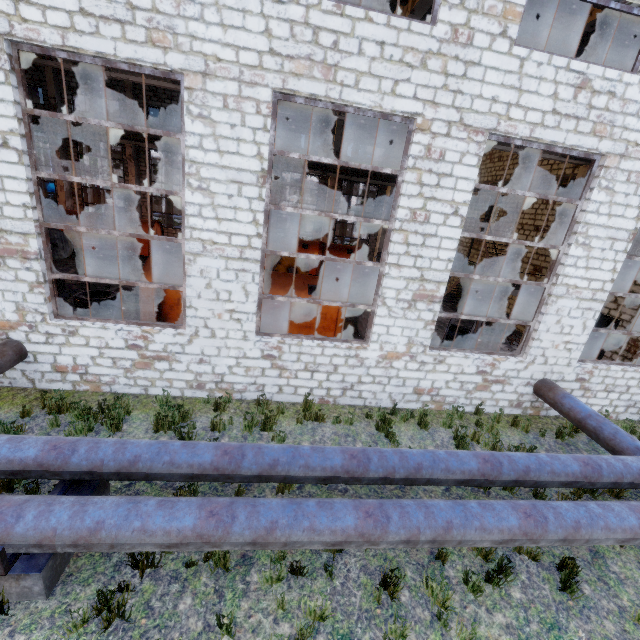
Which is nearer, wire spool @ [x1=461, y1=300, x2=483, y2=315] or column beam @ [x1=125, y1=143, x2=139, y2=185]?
wire spool @ [x1=461, y1=300, x2=483, y2=315]

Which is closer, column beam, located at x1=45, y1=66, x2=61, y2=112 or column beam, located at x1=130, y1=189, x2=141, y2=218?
column beam, located at x1=45, y1=66, x2=61, y2=112

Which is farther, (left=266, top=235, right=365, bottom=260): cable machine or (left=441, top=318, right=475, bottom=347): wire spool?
(left=266, top=235, right=365, bottom=260): cable machine

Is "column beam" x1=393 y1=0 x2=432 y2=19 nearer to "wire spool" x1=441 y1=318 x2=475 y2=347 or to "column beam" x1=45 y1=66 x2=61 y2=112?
"wire spool" x1=441 y1=318 x2=475 y2=347

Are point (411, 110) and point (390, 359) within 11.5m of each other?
yes

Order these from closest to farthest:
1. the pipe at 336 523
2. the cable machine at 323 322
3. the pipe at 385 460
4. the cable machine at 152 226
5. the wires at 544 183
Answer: the pipe at 336 523, the pipe at 385 460, the cable machine at 323 322, the wires at 544 183, the cable machine at 152 226

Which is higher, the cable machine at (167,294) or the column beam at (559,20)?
the column beam at (559,20)

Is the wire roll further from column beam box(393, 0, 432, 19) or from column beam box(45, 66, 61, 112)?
column beam box(393, 0, 432, 19)
